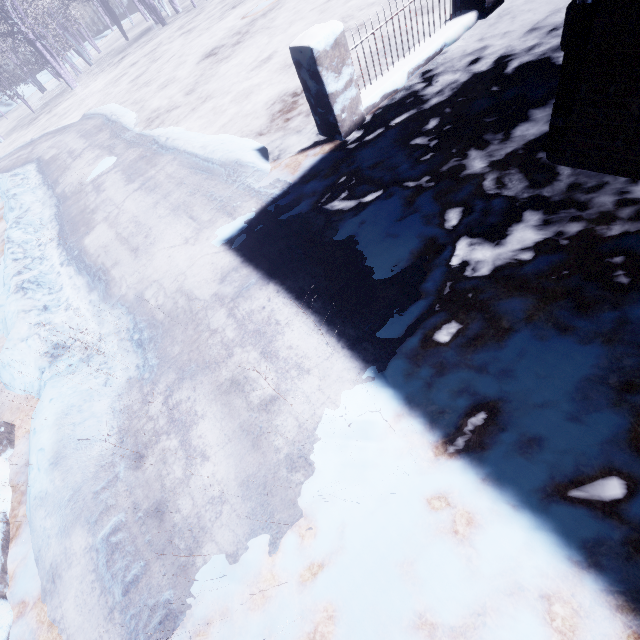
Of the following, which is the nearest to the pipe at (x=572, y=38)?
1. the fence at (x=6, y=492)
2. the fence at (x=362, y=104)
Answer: the fence at (x=362, y=104)

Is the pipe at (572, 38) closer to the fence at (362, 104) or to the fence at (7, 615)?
the fence at (362, 104)

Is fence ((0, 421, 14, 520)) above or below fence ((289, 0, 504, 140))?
below

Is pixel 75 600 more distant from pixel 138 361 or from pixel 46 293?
pixel 46 293

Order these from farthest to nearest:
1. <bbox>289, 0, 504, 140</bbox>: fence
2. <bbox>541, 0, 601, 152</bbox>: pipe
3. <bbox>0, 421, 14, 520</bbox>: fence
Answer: <bbox>289, 0, 504, 140</bbox>: fence < <bbox>0, 421, 14, 520</bbox>: fence < <bbox>541, 0, 601, 152</bbox>: pipe

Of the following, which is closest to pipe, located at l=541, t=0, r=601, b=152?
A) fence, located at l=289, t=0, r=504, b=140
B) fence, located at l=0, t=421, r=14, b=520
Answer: fence, located at l=289, t=0, r=504, b=140

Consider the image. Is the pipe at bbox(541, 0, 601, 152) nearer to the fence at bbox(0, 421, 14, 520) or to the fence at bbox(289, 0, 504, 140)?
the fence at bbox(289, 0, 504, 140)

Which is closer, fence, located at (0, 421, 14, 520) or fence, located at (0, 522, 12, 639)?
fence, located at (0, 522, 12, 639)
